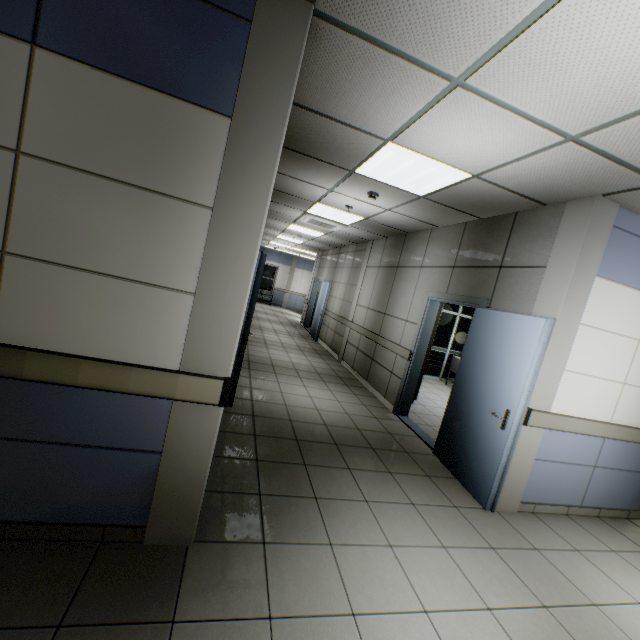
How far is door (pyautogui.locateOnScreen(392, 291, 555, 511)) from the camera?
3.2m

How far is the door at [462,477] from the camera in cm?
318

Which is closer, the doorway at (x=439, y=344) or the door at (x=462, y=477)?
the door at (x=462, y=477)

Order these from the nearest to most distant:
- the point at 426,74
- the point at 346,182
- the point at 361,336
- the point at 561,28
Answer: the point at 561,28, the point at 426,74, the point at 346,182, the point at 361,336

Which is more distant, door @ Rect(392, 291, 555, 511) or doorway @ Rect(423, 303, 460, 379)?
doorway @ Rect(423, 303, 460, 379)

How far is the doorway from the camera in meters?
9.2
